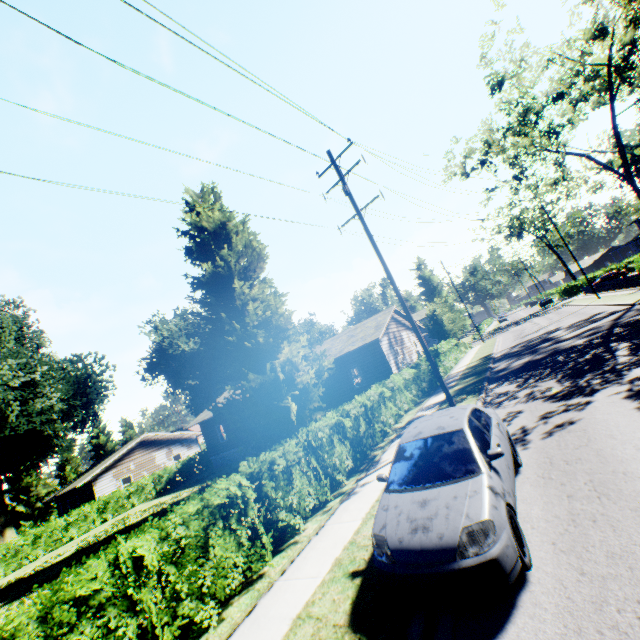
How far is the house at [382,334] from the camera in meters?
21.5

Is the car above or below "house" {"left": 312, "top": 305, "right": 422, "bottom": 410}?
below

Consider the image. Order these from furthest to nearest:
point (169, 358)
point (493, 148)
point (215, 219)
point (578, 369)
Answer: point (169, 358), point (493, 148), point (215, 219), point (578, 369)

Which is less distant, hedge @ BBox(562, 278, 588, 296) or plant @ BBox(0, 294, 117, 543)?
plant @ BBox(0, 294, 117, 543)

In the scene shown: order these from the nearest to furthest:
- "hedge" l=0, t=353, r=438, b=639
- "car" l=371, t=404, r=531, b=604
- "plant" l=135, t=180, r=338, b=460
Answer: "car" l=371, t=404, r=531, b=604, "hedge" l=0, t=353, r=438, b=639, "plant" l=135, t=180, r=338, b=460

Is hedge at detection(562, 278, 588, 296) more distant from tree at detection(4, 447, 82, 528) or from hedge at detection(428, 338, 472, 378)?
tree at detection(4, 447, 82, 528)

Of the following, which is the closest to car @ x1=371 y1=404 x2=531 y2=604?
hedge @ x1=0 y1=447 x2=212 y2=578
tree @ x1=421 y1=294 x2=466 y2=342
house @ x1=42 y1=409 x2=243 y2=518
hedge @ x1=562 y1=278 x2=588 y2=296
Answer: hedge @ x1=0 y1=447 x2=212 y2=578

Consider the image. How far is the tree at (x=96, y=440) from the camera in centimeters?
5347cm
